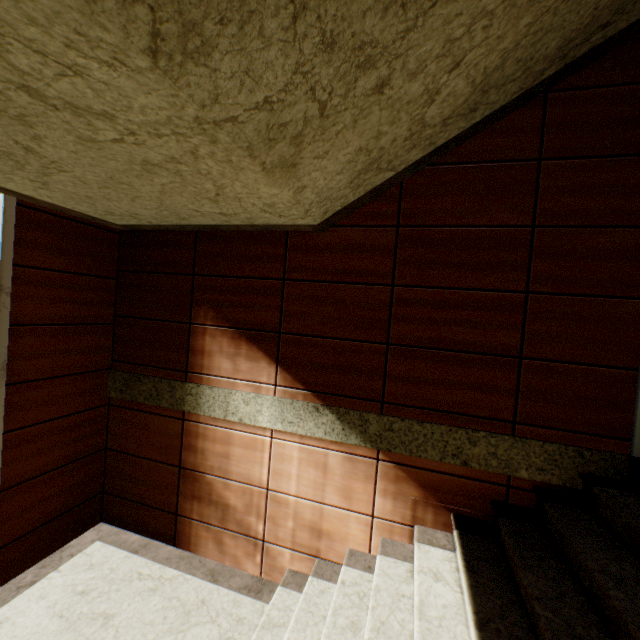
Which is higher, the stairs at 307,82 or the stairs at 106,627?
the stairs at 307,82

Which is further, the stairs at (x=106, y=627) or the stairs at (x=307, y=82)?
the stairs at (x=106, y=627)

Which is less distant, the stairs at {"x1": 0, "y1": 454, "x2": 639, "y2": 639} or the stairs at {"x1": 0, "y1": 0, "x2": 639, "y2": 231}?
the stairs at {"x1": 0, "y1": 0, "x2": 639, "y2": 231}

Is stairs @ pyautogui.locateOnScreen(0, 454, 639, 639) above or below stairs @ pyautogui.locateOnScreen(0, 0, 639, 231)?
below

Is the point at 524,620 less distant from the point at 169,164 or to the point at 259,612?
the point at 259,612
